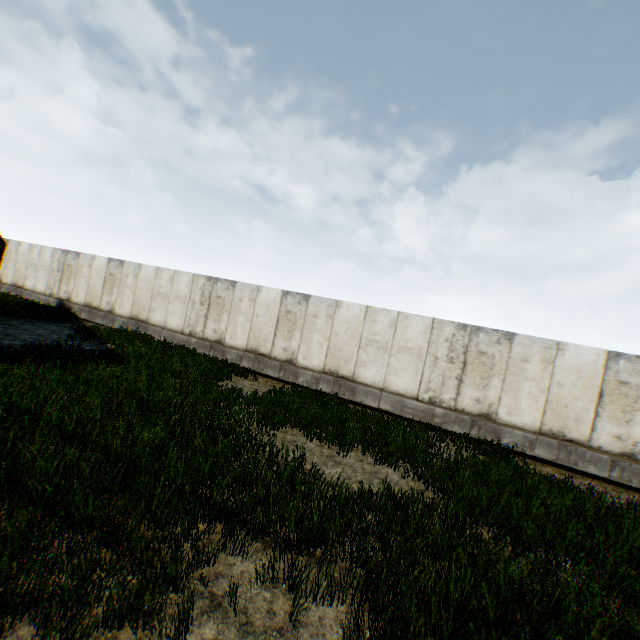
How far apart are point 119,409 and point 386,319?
Answer: 8.6 meters
